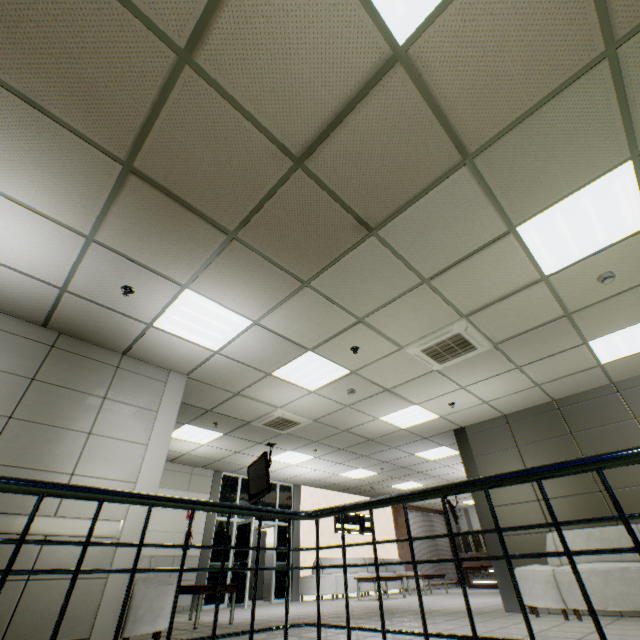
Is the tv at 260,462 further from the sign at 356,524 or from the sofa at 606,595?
the sign at 356,524

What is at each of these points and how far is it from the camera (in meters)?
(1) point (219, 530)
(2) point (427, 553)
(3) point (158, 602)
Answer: (1) doorway, 9.42
(2) blinds, 15.28
(3) sofa, 3.84

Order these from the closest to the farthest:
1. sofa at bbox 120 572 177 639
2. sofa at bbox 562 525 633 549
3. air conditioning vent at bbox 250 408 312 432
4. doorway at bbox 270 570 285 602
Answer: sofa at bbox 120 572 177 639, sofa at bbox 562 525 633 549, air conditioning vent at bbox 250 408 312 432, doorway at bbox 270 570 285 602

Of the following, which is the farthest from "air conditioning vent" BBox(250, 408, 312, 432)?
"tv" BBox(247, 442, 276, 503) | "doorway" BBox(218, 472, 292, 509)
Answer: "doorway" BBox(218, 472, 292, 509)

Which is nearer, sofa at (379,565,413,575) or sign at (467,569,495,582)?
sofa at (379,565,413,575)

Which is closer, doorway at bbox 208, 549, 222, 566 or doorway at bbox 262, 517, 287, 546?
doorway at bbox 208, 549, 222, 566

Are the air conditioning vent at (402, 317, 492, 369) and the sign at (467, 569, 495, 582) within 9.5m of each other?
no

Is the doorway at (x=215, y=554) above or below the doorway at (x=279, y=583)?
above
